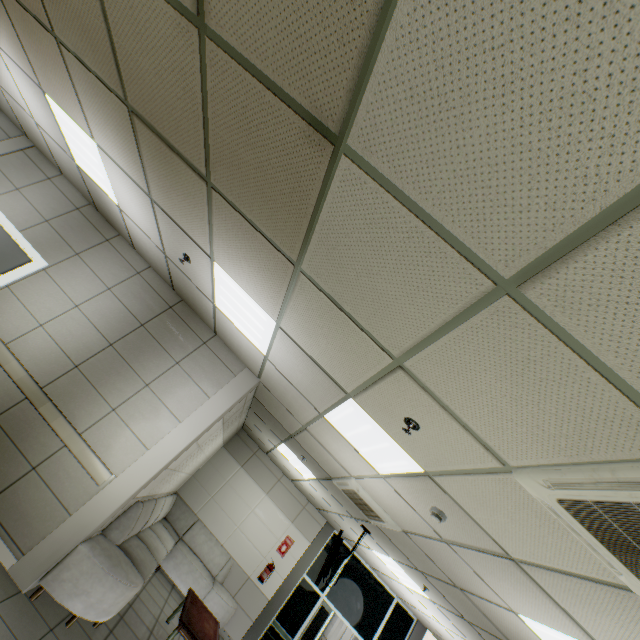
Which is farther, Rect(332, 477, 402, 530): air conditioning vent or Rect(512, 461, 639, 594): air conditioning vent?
Rect(332, 477, 402, 530): air conditioning vent

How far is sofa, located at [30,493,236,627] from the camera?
3.5 meters

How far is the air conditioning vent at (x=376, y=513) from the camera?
4.6m

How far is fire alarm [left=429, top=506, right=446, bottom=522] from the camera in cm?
323

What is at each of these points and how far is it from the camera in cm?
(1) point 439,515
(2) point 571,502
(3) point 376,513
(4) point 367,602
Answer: (1) fire alarm, 324
(2) air conditioning vent, 183
(3) air conditioning vent, 475
(4) doorway, 827

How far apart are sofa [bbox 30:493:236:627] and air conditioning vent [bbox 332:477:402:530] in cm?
286

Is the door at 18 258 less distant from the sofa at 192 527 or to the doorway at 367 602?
the sofa at 192 527

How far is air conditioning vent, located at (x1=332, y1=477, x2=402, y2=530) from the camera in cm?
461
